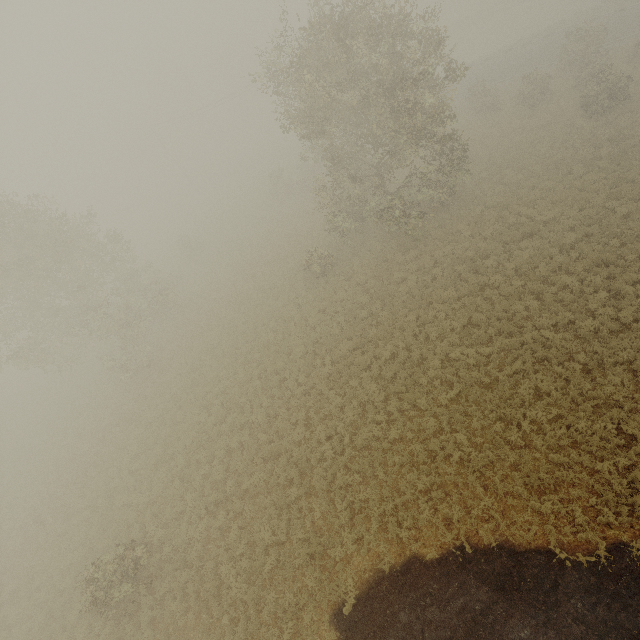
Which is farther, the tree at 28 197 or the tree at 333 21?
the tree at 28 197

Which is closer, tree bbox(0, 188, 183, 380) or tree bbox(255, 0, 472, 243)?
tree bbox(255, 0, 472, 243)

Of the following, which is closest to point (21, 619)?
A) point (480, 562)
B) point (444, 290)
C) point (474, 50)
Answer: point (480, 562)
